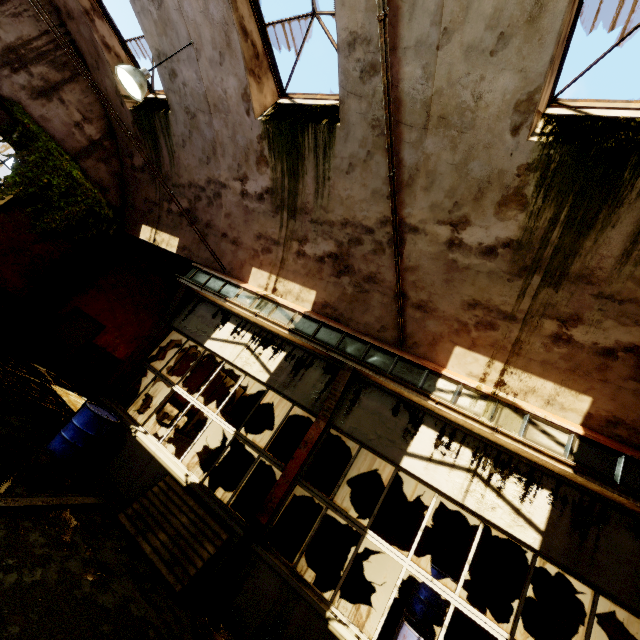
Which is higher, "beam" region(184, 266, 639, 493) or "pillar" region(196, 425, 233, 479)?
"beam" region(184, 266, 639, 493)

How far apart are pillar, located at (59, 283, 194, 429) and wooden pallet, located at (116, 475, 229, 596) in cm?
292

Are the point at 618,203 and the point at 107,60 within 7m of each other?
no

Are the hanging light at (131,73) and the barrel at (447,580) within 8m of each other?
no

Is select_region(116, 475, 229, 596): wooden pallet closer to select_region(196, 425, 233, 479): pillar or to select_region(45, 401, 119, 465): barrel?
select_region(45, 401, 119, 465): barrel

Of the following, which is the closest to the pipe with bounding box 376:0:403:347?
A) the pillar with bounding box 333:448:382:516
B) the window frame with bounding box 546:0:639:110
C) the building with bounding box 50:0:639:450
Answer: the building with bounding box 50:0:639:450

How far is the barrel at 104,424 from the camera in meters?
5.9

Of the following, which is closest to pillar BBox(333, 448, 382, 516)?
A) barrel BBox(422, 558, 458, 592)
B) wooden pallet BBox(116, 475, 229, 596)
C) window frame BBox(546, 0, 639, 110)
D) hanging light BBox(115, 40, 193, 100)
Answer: barrel BBox(422, 558, 458, 592)
